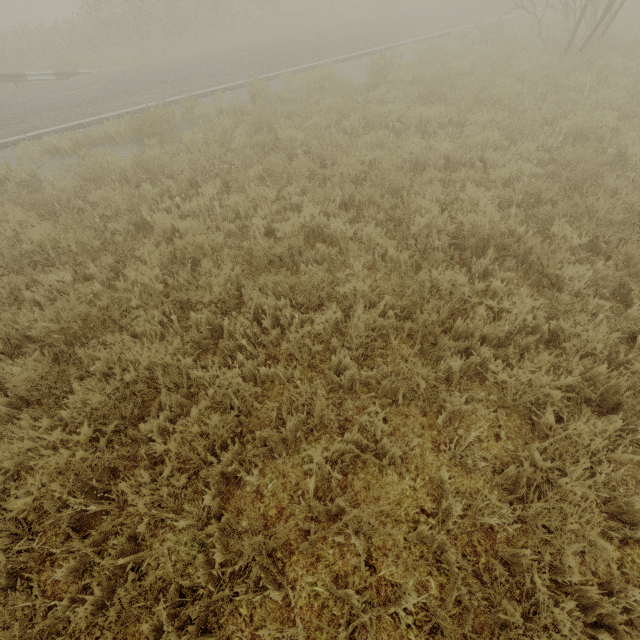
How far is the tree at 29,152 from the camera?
7.94m

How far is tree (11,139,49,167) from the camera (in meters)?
7.94

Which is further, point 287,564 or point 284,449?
point 284,449

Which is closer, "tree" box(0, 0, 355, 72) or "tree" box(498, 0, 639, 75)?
"tree" box(498, 0, 639, 75)

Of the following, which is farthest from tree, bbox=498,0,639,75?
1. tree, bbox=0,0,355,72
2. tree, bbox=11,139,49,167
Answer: tree, bbox=0,0,355,72

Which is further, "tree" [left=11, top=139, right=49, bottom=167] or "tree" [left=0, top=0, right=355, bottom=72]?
"tree" [left=0, top=0, right=355, bottom=72]

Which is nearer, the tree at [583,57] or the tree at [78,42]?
the tree at [583,57]
